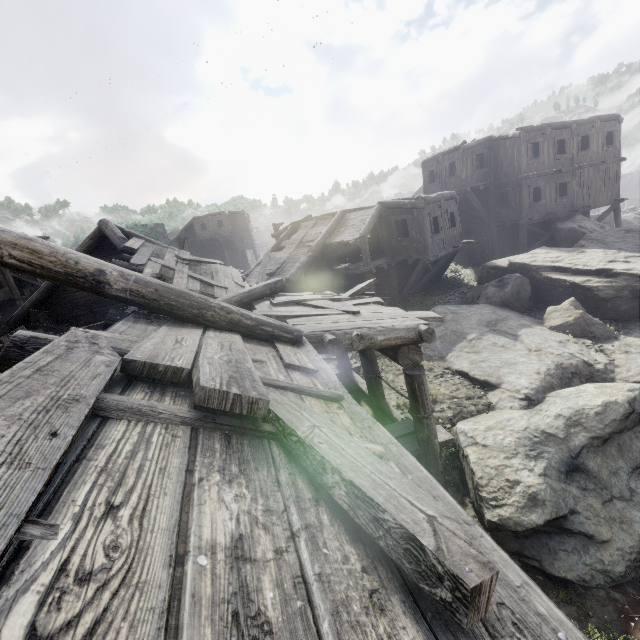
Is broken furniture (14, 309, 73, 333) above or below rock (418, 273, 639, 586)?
above

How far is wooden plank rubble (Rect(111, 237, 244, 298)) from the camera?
9.28m

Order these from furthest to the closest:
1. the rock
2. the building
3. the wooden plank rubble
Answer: the wooden plank rubble < the rock < the building

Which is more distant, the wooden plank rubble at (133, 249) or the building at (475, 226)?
the wooden plank rubble at (133, 249)

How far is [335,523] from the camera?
1.5m

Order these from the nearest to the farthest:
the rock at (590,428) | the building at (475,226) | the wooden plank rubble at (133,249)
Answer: the building at (475,226) → the rock at (590,428) → the wooden plank rubble at (133,249)

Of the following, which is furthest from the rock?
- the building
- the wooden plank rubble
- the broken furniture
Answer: the broken furniture
